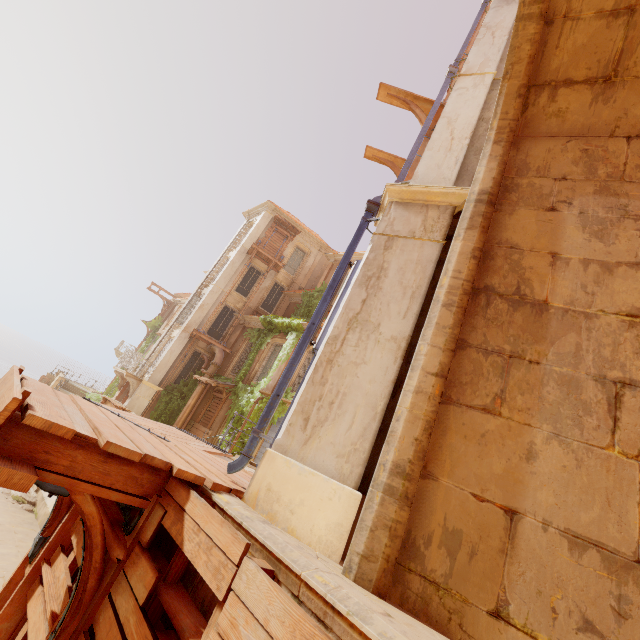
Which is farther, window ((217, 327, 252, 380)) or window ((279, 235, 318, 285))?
window ((279, 235, 318, 285))

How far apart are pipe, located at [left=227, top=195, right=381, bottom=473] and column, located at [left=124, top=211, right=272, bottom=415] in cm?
1848

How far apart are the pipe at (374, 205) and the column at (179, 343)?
18.5m

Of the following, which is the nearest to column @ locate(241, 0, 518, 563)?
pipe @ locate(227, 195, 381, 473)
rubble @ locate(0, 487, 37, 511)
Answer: pipe @ locate(227, 195, 381, 473)

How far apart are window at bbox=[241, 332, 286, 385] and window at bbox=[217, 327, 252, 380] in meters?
0.4 m

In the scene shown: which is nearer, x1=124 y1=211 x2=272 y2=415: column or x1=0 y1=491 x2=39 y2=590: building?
x1=0 y1=491 x2=39 y2=590: building

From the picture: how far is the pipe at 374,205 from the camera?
3.6m

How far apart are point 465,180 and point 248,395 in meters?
15.4 m
